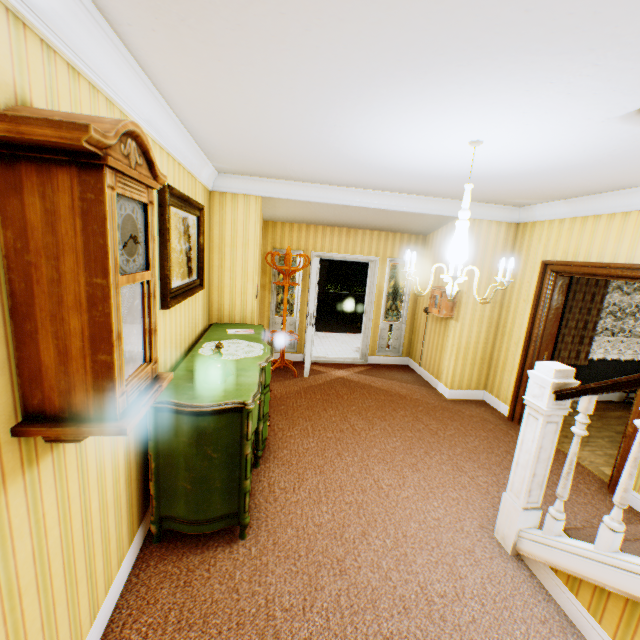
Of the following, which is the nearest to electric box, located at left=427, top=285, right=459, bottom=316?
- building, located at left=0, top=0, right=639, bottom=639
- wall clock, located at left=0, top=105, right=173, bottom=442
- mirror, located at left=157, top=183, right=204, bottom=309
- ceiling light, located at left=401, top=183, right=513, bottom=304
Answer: building, located at left=0, top=0, right=639, bottom=639

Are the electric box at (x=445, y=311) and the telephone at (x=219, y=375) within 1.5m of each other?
no

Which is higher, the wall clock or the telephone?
the wall clock

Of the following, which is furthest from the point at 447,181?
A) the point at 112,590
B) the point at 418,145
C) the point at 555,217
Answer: the point at 112,590

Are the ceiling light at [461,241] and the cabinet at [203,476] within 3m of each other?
yes

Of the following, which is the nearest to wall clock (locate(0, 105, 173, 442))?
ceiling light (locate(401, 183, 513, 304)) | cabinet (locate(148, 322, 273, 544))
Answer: cabinet (locate(148, 322, 273, 544))

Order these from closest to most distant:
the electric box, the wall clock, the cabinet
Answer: the wall clock < the cabinet < the electric box

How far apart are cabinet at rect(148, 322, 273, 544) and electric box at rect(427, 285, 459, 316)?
3.0 meters
